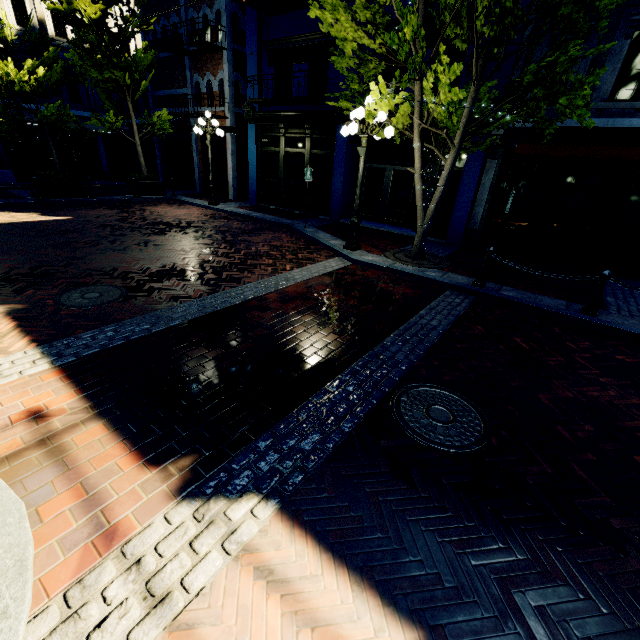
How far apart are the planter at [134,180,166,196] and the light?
11.2m

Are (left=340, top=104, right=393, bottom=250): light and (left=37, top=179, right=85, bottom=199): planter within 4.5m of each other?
no

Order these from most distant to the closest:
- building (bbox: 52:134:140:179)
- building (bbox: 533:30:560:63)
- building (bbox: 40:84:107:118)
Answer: building (bbox: 52:134:140:179), building (bbox: 40:84:107:118), building (bbox: 533:30:560:63)

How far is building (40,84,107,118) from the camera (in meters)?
18.16

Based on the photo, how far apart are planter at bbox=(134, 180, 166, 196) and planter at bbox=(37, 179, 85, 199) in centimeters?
229cm

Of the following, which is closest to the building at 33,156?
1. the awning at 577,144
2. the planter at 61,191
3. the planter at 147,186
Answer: Result: the awning at 577,144

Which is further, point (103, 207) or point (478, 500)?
point (103, 207)

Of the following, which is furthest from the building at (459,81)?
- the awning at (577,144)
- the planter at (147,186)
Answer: the planter at (147,186)
